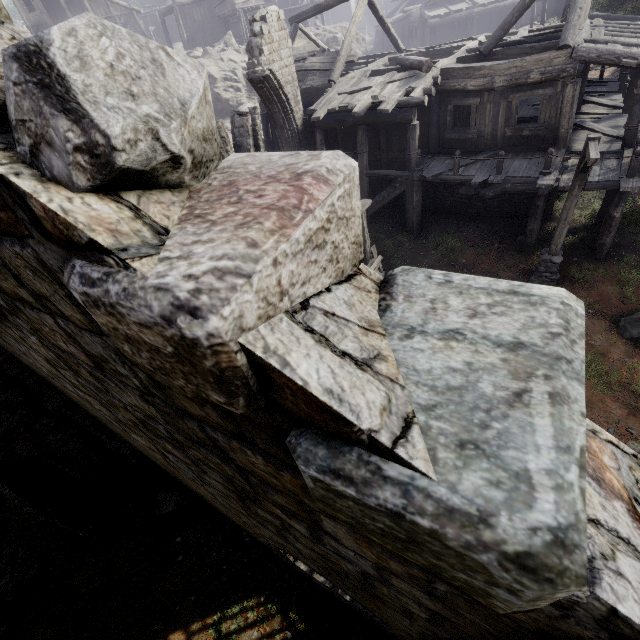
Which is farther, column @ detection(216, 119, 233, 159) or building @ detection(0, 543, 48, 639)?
column @ detection(216, 119, 233, 159)

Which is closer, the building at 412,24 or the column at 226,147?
the building at 412,24

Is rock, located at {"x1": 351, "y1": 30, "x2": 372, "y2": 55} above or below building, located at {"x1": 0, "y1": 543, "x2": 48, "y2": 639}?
above

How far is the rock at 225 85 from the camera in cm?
2647

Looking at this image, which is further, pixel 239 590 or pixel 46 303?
pixel 239 590

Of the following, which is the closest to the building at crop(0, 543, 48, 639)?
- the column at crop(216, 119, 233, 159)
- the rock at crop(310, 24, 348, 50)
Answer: the rock at crop(310, 24, 348, 50)

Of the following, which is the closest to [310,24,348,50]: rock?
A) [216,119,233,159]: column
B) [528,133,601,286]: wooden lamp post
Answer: [216,119,233,159]: column

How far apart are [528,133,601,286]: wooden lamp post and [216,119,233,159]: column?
10.0 meters
